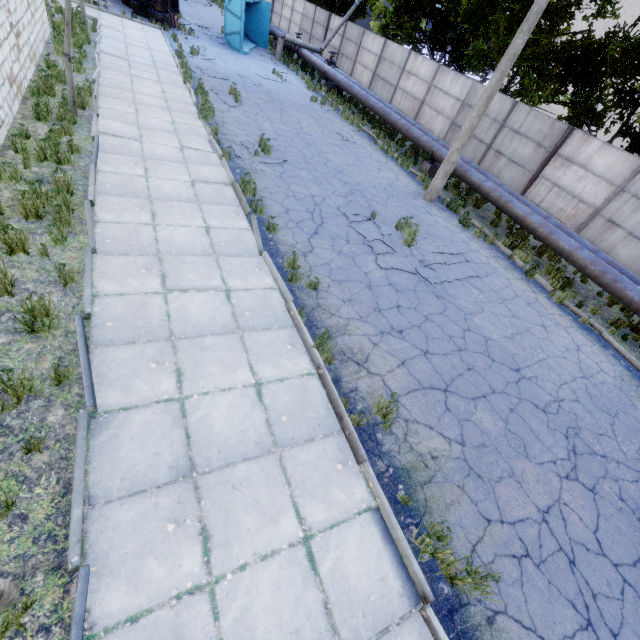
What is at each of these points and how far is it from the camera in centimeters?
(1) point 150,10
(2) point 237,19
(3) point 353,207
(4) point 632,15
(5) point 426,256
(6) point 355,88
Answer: (1) truck, 1933cm
(2) truck dump back, 2088cm
(3) asphalt debris, 994cm
(4) storage tank, 5553cm
(5) asphalt debris, 914cm
(6) pipe, 1903cm

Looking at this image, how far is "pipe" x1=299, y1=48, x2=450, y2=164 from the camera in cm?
1473

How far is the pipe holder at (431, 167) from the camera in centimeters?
1470cm

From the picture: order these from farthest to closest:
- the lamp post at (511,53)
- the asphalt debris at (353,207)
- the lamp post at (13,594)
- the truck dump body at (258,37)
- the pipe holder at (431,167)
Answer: the truck dump body at (258,37)
the pipe holder at (431,167)
the asphalt debris at (353,207)
the lamp post at (511,53)
the lamp post at (13,594)

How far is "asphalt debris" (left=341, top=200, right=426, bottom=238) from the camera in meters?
9.5

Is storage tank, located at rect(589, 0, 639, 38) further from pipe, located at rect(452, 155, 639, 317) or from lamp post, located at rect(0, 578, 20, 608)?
lamp post, located at rect(0, 578, 20, 608)

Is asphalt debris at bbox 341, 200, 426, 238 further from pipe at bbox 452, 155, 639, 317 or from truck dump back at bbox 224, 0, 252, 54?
truck dump back at bbox 224, 0, 252, 54

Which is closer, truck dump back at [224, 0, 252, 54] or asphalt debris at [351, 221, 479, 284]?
asphalt debris at [351, 221, 479, 284]
